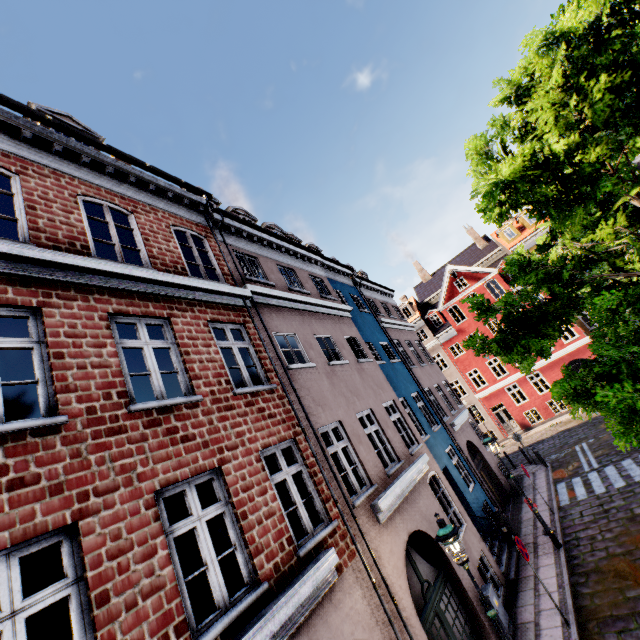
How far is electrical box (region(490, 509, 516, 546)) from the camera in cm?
1165

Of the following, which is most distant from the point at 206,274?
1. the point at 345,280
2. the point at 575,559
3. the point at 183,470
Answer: the point at 575,559

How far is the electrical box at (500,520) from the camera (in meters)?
11.65

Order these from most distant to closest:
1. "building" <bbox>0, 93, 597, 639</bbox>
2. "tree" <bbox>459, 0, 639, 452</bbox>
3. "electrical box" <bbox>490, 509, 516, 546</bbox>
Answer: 1. "electrical box" <bbox>490, 509, 516, 546</bbox>
2. "tree" <bbox>459, 0, 639, 452</bbox>
3. "building" <bbox>0, 93, 597, 639</bbox>

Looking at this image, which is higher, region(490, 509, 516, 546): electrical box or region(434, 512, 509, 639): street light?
region(434, 512, 509, 639): street light

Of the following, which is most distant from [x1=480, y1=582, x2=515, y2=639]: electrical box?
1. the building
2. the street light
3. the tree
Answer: the tree

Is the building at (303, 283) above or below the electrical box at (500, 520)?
above

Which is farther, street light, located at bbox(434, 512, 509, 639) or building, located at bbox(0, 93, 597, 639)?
street light, located at bbox(434, 512, 509, 639)
